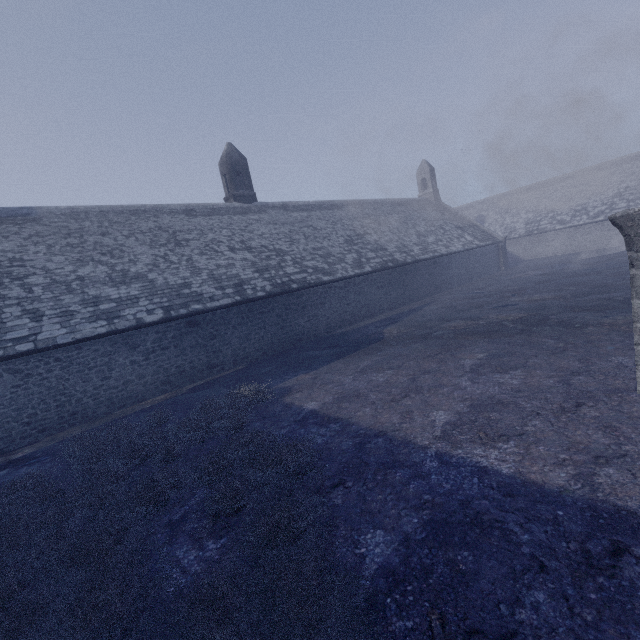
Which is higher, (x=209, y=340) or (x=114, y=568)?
(x=209, y=340)
